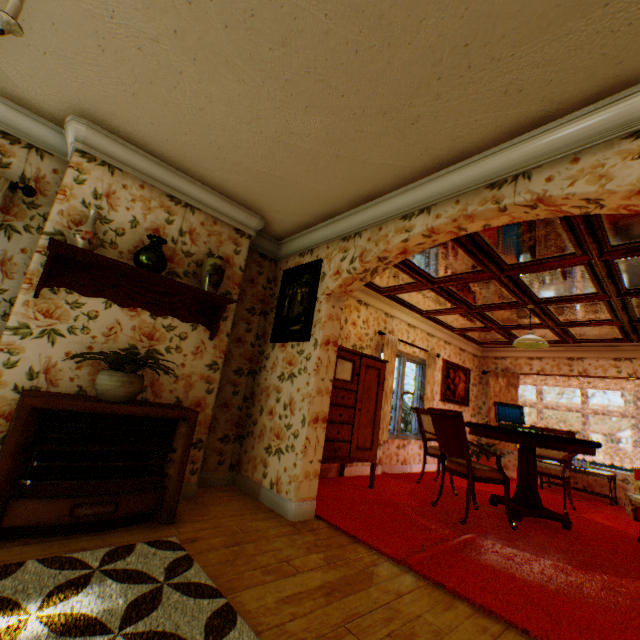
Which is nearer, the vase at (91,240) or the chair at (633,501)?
the vase at (91,240)

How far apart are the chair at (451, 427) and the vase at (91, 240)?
4.1m

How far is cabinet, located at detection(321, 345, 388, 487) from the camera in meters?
4.2

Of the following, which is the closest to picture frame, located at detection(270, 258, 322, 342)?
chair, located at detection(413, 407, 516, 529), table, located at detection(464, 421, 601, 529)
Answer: chair, located at detection(413, 407, 516, 529)

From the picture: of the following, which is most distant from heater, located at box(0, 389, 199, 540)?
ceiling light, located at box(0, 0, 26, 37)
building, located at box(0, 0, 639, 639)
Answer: ceiling light, located at box(0, 0, 26, 37)

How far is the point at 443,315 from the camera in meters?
6.5 m

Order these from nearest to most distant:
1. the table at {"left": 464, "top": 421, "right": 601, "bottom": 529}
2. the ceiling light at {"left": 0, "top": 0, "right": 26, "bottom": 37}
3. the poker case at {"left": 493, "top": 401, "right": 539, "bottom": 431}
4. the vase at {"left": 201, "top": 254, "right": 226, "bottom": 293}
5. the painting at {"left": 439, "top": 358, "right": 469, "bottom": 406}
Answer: the ceiling light at {"left": 0, "top": 0, "right": 26, "bottom": 37} < the vase at {"left": 201, "top": 254, "right": 226, "bottom": 293} < the table at {"left": 464, "top": 421, "right": 601, "bottom": 529} < the poker case at {"left": 493, "top": 401, "right": 539, "bottom": 431} < the painting at {"left": 439, "top": 358, "right": 469, "bottom": 406}

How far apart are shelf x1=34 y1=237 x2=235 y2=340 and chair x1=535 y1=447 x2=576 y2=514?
5.4 meters
